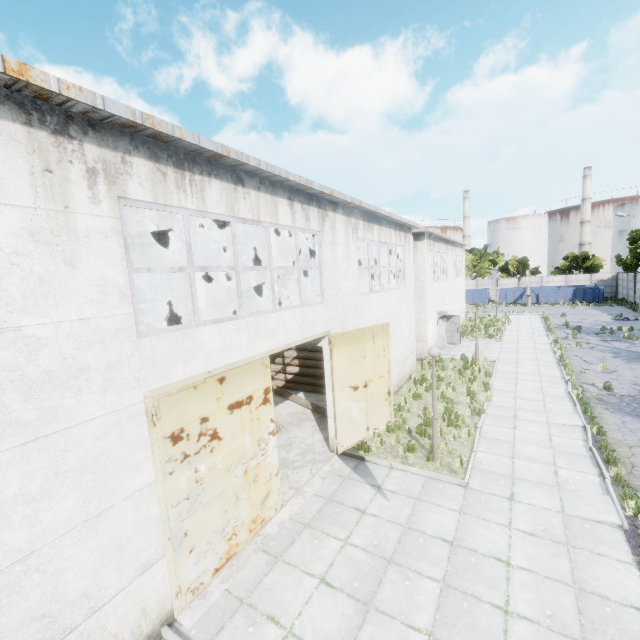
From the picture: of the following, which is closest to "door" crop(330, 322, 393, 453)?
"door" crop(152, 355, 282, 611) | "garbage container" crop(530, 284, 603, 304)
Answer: "door" crop(152, 355, 282, 611)

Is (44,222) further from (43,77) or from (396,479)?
(396,479)

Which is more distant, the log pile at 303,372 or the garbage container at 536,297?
the garbage container at 536,297

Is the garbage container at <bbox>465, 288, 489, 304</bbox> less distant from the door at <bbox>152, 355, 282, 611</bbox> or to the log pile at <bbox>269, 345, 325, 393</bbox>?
the log pile at <bbox>269, 345, 325, 393</bbox>

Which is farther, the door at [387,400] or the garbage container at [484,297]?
the garbage container at [484,297]

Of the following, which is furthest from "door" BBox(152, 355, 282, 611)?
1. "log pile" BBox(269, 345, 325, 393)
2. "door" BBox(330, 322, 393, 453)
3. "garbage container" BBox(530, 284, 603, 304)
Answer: "garbage container" BBox(530, 284, 603, 304)

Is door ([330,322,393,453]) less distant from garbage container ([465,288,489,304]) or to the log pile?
the log pile

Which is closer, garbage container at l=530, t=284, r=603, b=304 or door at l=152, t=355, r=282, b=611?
door at l=152, t=355, r=282, b=611
